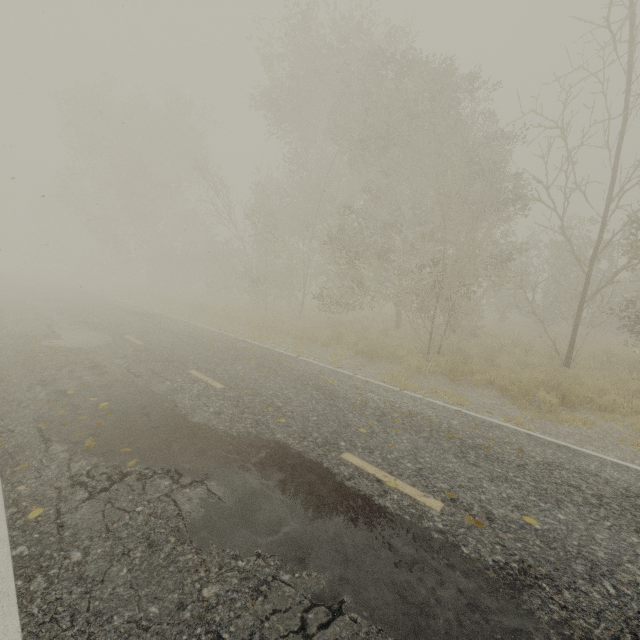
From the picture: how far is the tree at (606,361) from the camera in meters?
11.7 m

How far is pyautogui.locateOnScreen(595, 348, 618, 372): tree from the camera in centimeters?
1168cm

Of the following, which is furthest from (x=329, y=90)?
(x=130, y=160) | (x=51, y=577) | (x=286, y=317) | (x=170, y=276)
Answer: (x=130, y=160)
